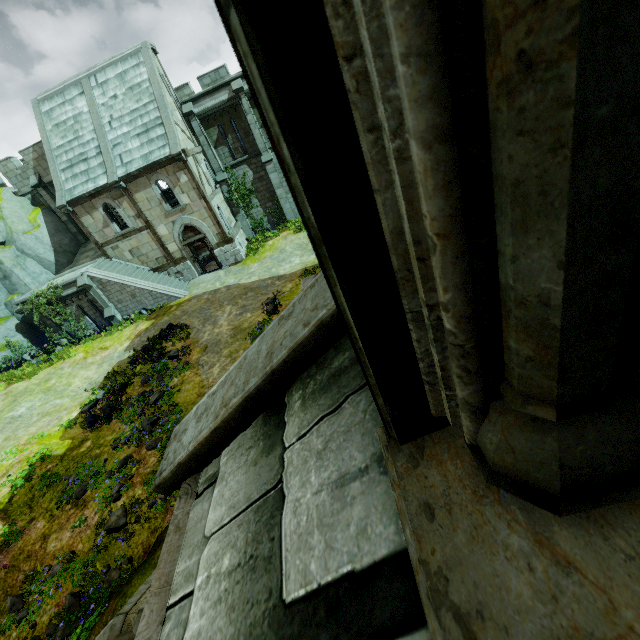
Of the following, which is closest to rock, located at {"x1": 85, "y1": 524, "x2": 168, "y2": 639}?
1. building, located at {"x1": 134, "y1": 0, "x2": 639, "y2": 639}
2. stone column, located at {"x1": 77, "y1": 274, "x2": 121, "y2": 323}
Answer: building, located at {"x1": 134, "y1": 0, "x2": 639, "y2": 639}

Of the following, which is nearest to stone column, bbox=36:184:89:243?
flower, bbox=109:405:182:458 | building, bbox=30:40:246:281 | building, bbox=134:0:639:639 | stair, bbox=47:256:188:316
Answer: building, bbox=30:40:246:281

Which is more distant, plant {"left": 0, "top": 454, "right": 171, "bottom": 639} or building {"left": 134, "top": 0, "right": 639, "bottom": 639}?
plant {"left": 0, "top": 454, "right": 171, "bottom": 639}

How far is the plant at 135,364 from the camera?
12.2 meters

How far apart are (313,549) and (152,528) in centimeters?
927cm

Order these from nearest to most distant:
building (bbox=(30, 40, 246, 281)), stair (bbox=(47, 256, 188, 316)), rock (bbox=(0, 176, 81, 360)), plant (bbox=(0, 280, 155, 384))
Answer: plant (bbox=(0, 280, 155, 384)) → building (bbox=(30, 40, 246, 281)) → stair (bbox=(47, 256, 188, 316)) → rock (bbox=(0, 176, 81, 360))

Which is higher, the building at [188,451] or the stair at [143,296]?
the building at [188,451]

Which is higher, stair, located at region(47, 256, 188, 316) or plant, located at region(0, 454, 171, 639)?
stair, located at region(47, 256, 188, 316)
